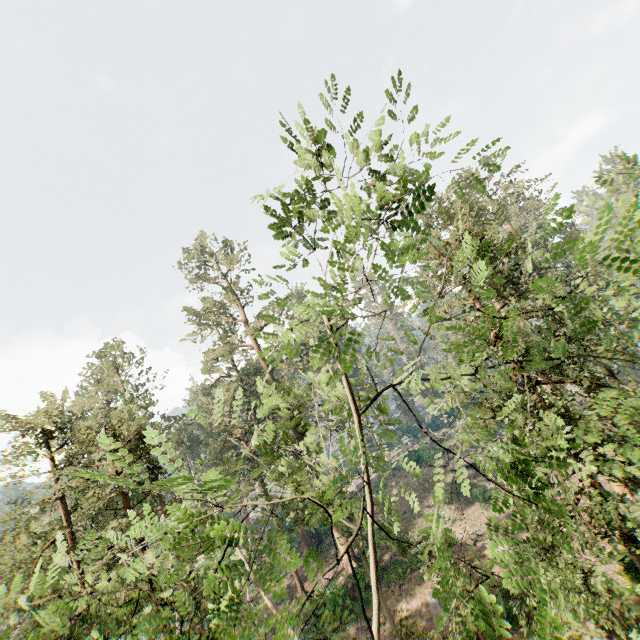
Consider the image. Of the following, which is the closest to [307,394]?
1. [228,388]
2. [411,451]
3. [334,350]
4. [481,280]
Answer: [228,388]
